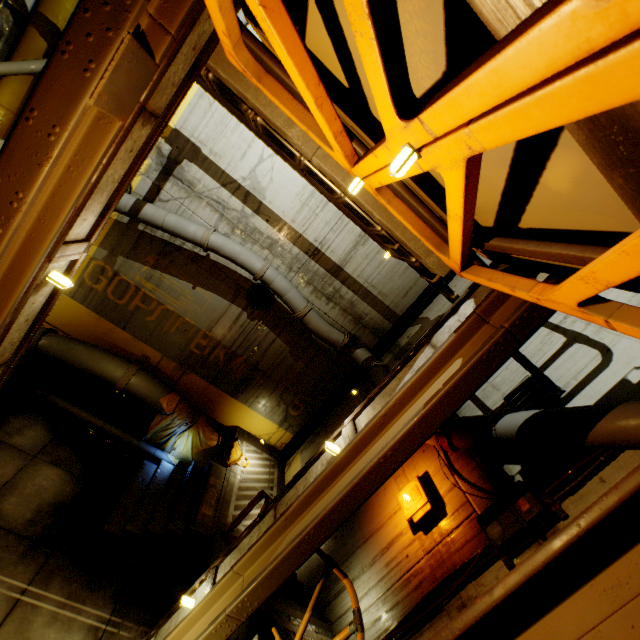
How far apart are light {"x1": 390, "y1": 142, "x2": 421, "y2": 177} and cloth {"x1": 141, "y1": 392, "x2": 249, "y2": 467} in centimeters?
931cm

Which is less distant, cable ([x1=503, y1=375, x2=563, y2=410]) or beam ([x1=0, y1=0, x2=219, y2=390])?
beam ([x1=0, y1=0, x2=219, y2=390])

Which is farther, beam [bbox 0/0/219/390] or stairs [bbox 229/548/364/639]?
stairs [bbox 229/548/364/639]

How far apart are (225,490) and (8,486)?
4.3m

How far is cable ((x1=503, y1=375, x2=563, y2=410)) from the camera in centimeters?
473cm

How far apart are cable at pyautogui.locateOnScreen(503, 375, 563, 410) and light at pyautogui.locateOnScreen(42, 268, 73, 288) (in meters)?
6.07

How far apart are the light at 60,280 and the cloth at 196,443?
6.7 meters

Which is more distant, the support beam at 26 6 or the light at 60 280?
the support beam at 26 6
